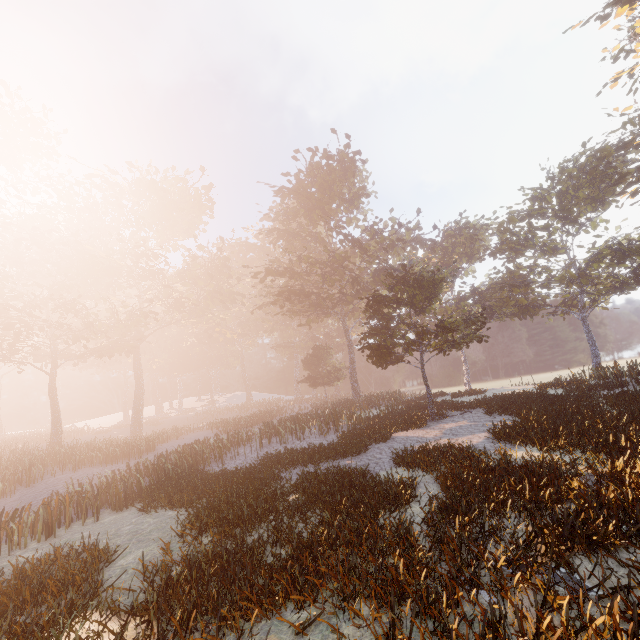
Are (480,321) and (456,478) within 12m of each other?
yes
